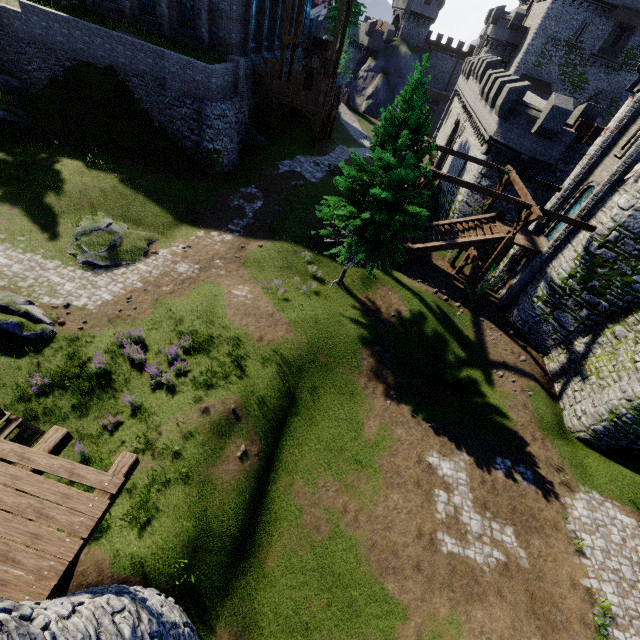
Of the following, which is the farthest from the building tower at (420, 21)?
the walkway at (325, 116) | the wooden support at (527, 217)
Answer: the wooden support at (527, 217)

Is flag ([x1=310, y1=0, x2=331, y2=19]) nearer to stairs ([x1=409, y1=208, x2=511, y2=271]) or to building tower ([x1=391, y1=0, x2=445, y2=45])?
stairs ([x1=409, y1=208, x2=511, y2=271])

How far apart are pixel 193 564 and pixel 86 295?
13.27m

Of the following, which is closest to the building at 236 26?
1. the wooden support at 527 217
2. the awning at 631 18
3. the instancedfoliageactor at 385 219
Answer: the instancedfoliageactor at 385 219

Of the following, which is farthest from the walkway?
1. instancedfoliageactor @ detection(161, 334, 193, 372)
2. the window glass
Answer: instancedfoliageactor @ detection(161, 334, 193, 372)

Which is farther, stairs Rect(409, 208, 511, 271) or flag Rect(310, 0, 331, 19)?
flag Rect(310, 0, 331, 19)

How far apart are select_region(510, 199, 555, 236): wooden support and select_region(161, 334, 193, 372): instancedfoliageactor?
18.0m

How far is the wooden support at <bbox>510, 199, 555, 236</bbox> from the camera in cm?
1662
